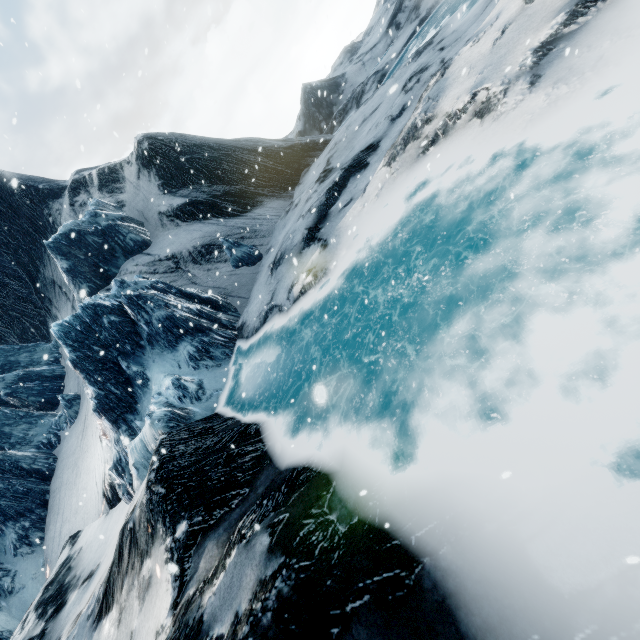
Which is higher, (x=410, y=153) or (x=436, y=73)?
(x=436, y=73)
